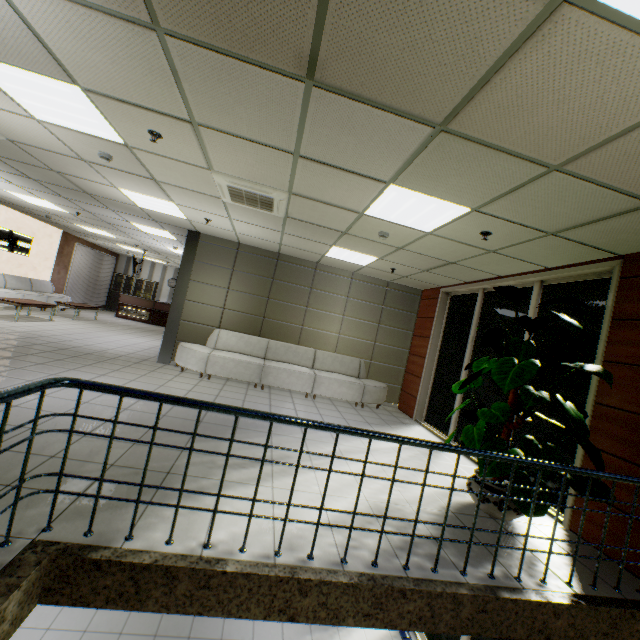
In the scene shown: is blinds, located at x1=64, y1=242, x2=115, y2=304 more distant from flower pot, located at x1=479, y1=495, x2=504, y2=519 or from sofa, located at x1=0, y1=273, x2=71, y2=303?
flower pot, located at x1=479, y1=495, x2=504, y2=519

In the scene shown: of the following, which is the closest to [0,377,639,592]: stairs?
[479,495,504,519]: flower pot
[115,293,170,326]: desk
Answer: [479,495,504,519]: flower pot

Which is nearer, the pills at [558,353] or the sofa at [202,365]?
the pills at [558,353]

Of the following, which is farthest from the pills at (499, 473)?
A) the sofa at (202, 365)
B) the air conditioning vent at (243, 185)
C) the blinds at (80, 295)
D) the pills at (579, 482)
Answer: the blinds at (80, 295)

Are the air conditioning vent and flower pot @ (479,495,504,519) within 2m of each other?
no

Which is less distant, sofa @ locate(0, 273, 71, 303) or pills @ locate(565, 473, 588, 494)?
pills @ locate(565, 473, 588, 494)

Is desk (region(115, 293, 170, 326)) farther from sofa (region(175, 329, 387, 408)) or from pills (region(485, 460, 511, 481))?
pills (region(485, 460, 511, 481))

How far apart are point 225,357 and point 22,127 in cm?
477
